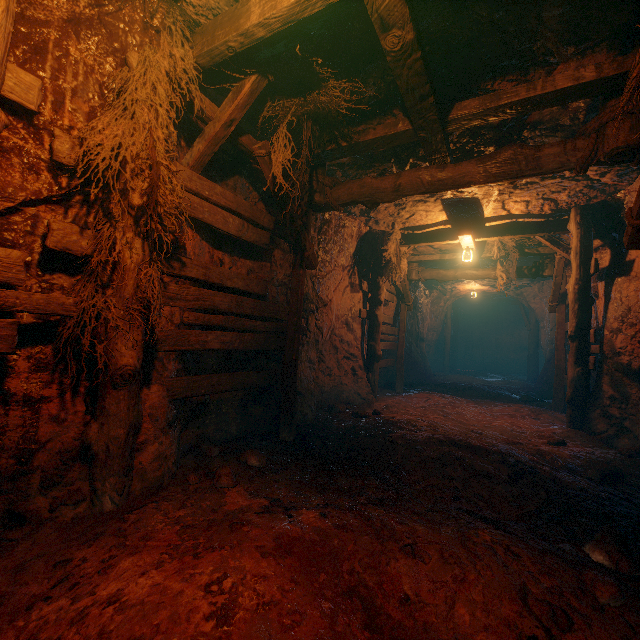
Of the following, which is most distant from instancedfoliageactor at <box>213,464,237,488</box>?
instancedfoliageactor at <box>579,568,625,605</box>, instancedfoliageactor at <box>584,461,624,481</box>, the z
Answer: instancedfoliageactor at <box>584,461,624,481</box>

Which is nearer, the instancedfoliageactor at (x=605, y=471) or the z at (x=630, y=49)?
the z at (x=630, y=49)

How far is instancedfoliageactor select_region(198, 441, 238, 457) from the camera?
4.0 meters

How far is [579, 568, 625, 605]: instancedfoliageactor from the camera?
1.96m

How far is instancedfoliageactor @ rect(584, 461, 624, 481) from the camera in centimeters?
409cm

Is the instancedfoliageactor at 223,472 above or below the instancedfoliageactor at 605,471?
above

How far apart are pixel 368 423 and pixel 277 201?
4.0m

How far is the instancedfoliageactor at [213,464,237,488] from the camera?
3.1m
